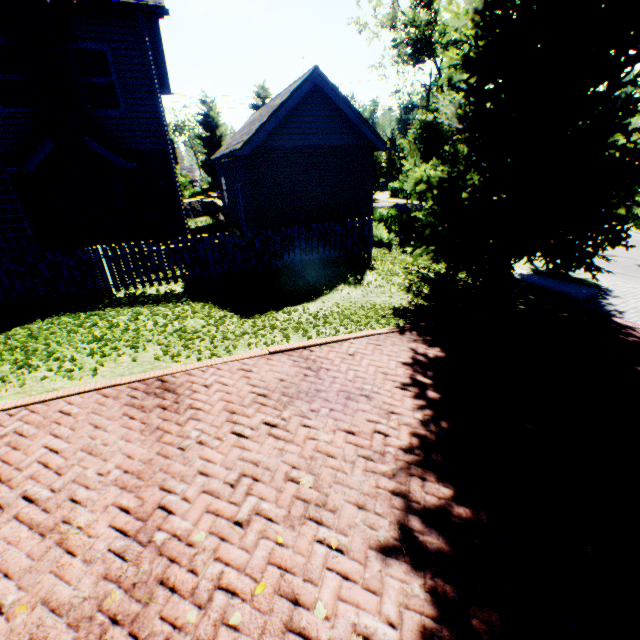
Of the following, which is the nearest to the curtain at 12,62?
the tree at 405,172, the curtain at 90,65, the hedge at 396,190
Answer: the curtain at 90,65

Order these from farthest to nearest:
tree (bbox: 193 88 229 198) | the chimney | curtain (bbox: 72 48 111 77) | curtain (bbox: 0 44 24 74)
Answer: tree (bbox: 193 88 229 198) < curtain (bbox: 72 48 111 77) < curtain (bbox: 0 44 24 74) < the chimney

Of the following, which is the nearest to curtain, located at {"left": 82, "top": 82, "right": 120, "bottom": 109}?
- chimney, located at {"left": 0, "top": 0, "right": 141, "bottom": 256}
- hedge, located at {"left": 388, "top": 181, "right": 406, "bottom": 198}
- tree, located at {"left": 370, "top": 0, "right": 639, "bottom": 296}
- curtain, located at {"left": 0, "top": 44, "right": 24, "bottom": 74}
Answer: chimney, located at {"left": 0, "top": 0, "right": 141, "bottom": 256}

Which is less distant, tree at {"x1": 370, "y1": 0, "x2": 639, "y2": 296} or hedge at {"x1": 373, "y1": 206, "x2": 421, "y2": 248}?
tree at {"x1": 370, "y1": 0, "x2": 639, "y2": 296}

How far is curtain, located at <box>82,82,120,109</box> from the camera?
9.4 meters

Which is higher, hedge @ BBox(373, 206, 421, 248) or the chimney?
the chimney

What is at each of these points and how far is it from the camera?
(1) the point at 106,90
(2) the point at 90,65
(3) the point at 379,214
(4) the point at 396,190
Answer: (1) curtain, 9.6m
(2) curtain, 9.2m
(3) hedge, 18.8m
(4) hedge, 42.7m

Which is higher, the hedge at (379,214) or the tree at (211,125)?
the tree at (211,125)
